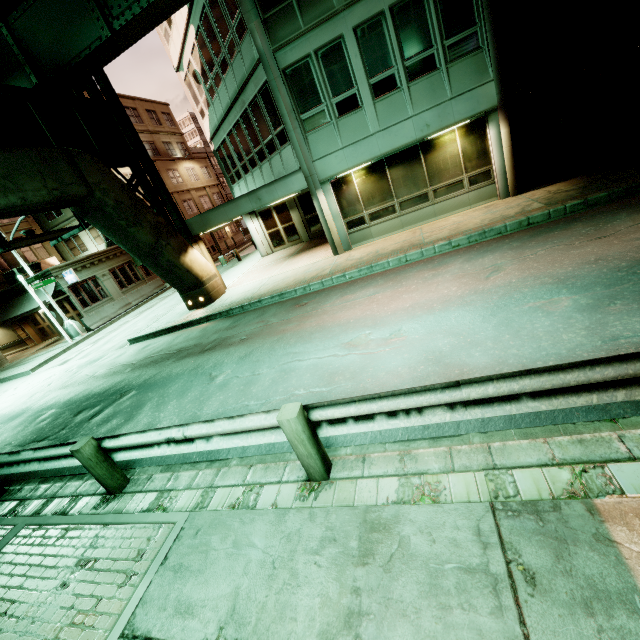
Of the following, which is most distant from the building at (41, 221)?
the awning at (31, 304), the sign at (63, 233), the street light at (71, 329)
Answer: the sign at (63, 233)

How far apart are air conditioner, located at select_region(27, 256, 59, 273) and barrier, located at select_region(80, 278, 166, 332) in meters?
7.8

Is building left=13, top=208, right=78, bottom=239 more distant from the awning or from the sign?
the sign

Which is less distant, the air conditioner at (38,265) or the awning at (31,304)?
the awning at (31,304)

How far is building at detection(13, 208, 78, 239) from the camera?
28.1 meters

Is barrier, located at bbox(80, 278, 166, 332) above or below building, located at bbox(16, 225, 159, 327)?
below

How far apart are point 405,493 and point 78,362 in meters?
17.3
